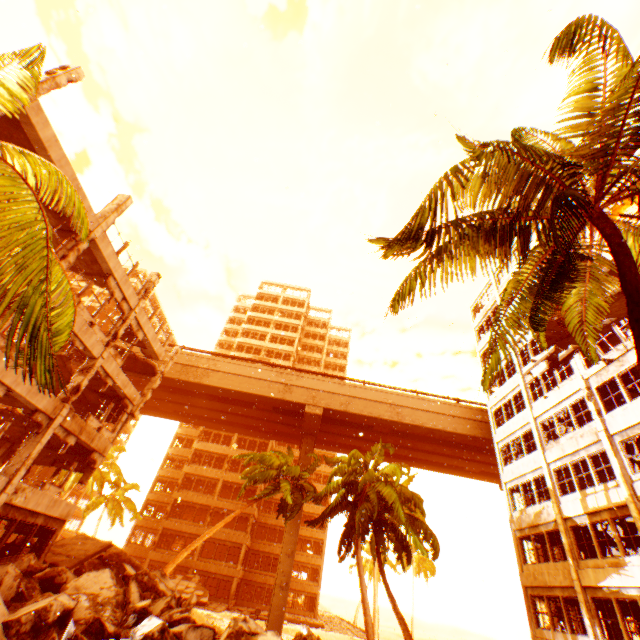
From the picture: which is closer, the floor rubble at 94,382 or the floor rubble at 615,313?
the floor rubble at 94,382

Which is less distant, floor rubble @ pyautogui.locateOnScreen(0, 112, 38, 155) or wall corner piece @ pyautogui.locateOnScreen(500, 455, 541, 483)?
floor rubble @ pyautogui.locateOnScreen(0, 112, 38, 155)

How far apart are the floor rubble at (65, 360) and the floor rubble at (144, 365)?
2.48m

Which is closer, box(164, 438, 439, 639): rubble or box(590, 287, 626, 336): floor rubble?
box(164, 438, 439, 639): rubble

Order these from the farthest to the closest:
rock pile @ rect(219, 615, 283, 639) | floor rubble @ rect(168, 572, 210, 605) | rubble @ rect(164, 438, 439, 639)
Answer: floor rubble @ rect(168, 572, 210, 605) < rubble @ rect(164, 438, 439, 639) < rock pile @ rect(219, 615, 283, 639)

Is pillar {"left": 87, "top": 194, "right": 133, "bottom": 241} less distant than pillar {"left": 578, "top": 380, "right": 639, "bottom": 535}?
Yes

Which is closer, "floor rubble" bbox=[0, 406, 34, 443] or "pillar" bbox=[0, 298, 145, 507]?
"pillar" bbox=[0, 298, 145, 507]

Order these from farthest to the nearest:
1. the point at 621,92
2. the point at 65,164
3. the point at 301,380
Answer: the point at 301,380 → the point at 65,164 → the point at 621,92
